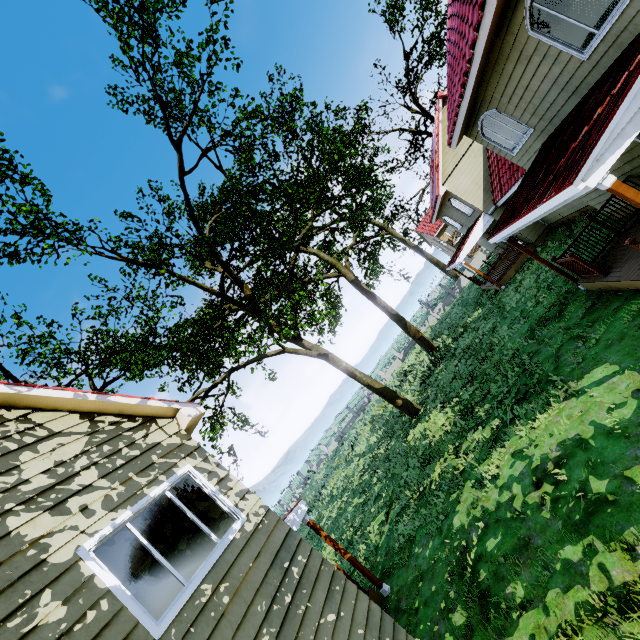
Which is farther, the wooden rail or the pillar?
the wooden rail

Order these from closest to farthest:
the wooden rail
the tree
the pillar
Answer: the pillar < the wooden rail < the tree

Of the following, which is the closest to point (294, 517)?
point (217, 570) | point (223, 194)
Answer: point (217, 570)

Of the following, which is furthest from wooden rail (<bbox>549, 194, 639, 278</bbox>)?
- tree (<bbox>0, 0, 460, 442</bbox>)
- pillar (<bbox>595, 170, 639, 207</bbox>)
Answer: tree (<bbox>0, 0, 460, 442</bbox>)

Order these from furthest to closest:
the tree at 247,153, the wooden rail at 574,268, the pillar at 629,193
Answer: the tree at 247,153 < the wooden rail at 574,268 < the pillar at 629,193

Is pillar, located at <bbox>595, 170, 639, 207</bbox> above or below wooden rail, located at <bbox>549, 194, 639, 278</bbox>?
above

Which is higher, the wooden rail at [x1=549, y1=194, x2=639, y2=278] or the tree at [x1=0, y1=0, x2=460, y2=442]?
the tree at [x1=0, y1=0, x2=460, y2=442]

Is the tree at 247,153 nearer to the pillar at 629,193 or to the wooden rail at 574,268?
the pillar at 629,193
